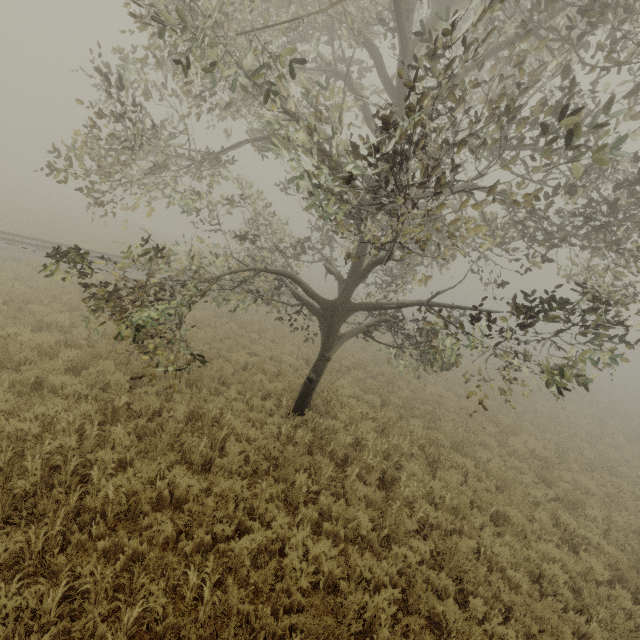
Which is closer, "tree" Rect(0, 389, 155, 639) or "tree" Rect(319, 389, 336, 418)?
"tree" Rect(0, 389, 155, 639)

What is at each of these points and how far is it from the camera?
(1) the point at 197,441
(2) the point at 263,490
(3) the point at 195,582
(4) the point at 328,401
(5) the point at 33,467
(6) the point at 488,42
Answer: (1) tree, 6.6 meters
(2) tree, 6.0 meters
(3) tree, 4.2 meters
(4) tree, 10.4 meters
(5) tree, 5.2 meters
(6) tree, 7.8 meters

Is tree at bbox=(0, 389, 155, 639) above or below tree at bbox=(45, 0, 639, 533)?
below

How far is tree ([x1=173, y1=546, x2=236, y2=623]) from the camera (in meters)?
4.16

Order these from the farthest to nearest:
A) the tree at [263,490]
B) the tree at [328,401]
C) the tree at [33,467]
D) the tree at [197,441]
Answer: the tree at [328,401] < the tree at [197,441] < the tree at [263,490] < the tree at [33,467]

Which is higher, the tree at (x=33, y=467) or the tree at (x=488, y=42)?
the tree at (x=488, y=42)
